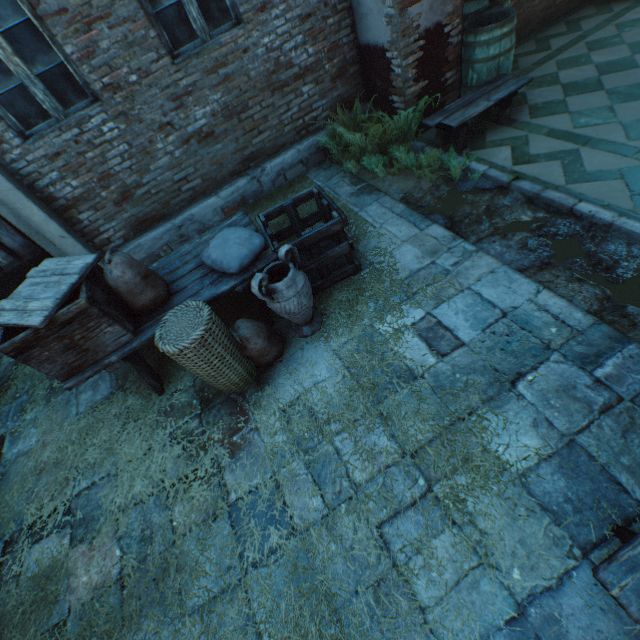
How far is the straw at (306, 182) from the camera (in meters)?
5.05

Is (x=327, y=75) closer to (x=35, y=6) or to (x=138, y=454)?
(x=35, y=6)

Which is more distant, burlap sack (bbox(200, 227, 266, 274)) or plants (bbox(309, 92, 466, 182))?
plants (bbox(309, 92, 466, 182))

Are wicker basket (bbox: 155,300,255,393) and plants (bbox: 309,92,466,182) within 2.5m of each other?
no

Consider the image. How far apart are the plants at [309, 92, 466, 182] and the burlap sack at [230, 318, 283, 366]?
3.0 meters

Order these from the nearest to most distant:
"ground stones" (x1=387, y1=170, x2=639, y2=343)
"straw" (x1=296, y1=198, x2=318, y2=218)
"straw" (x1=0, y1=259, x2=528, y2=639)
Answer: "straw" (x1=0, y1=259, x2=528, y2=639) → "ground stones" (x1=387, y1=170, x2=639, y2=343) → "straw" (x1=296, y1=198, x2=318, y2=218)

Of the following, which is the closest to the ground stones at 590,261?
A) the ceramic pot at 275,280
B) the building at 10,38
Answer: the building at 10,38

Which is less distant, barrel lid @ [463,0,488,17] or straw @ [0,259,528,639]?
straw @ [0,259,528,639]
